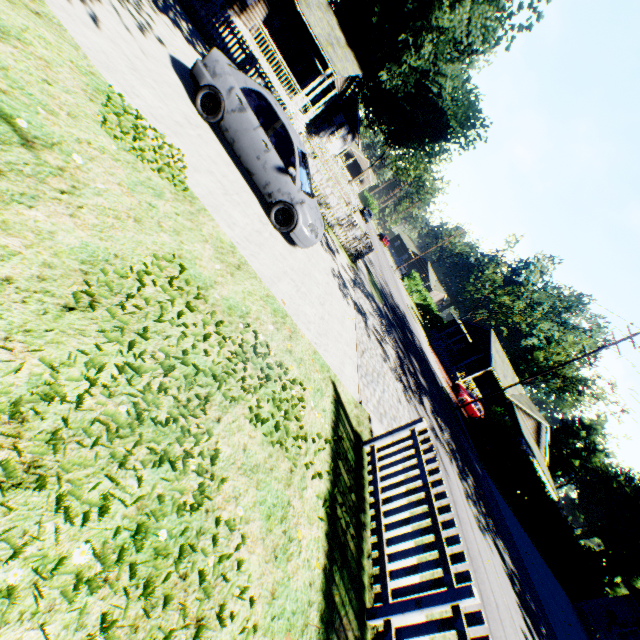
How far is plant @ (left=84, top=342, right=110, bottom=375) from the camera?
2.4m

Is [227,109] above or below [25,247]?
above

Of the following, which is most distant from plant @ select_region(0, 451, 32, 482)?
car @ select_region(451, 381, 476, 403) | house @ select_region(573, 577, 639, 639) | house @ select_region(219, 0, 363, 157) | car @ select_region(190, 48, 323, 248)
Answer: car @ select_region(451, 381, 476, 403)

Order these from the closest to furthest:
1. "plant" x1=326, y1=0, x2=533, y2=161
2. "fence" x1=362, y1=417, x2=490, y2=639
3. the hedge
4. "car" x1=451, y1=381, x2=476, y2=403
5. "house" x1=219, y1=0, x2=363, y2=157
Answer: "fence" x1=362, y1=417, x2=490, y2=639 → "house" x1=219, y1=0, x2=363, y2=157 → "plant" x1=326, y1=0, x2=533, y2=161 → "car" x1=451, y1=381, x2=476, y2=403 → the hedge

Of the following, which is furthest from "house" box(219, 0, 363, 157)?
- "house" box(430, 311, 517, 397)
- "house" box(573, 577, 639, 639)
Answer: "house" box(573, 577, 639, 639)

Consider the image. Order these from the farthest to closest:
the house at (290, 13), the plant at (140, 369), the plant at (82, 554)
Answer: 1. the house at (290, 13)
2. the plant at (140, 369)
3. the plant at (82, 554)

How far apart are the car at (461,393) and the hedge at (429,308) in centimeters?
2426cm

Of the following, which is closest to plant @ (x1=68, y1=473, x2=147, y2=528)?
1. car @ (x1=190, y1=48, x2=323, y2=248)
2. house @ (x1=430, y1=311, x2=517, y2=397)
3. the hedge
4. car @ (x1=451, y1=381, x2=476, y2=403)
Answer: car @ (x1=190, y1=48, x2=323, y2=248)
